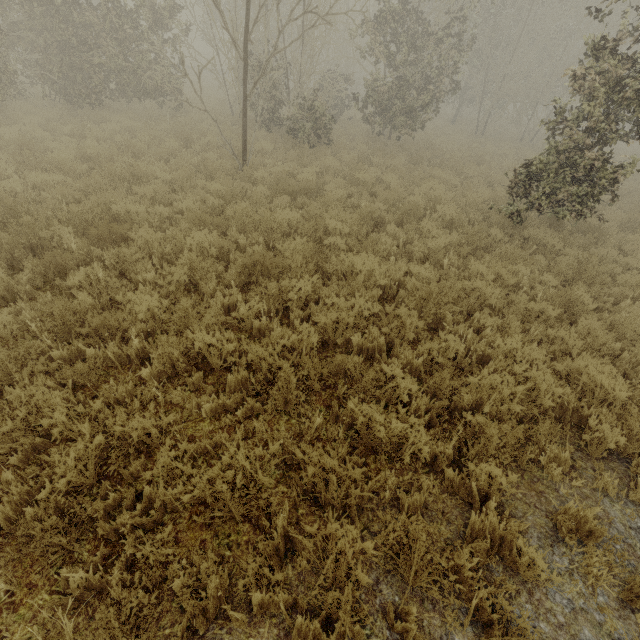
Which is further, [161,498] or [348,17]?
[348,17]
